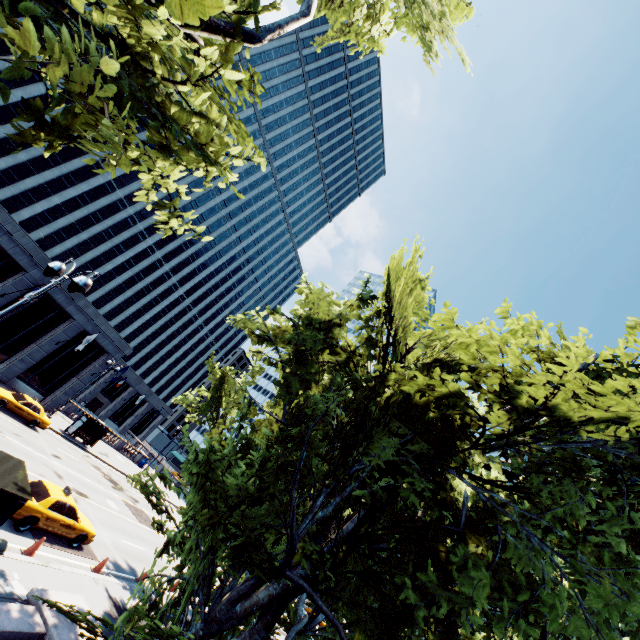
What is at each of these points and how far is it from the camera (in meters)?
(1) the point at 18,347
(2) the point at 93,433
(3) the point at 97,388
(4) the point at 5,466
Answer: (1) building, 30.34
(2) bus stop, 34.28
(3) building, 59.94
(4) bus stop, 9.40

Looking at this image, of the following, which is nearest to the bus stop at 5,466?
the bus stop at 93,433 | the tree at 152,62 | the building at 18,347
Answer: the tree at 152,62

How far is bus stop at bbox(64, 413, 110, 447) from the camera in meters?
31.9 m

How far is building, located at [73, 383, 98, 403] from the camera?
58.2m

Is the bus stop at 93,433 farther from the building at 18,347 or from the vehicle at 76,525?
the vehicle at 76,525

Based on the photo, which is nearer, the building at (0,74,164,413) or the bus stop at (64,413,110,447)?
the building at (0,74,164,413)

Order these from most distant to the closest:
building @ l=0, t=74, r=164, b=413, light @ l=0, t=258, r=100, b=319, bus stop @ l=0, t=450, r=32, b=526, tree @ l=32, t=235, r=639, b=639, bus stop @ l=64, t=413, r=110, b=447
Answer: bus stop @ l=64, t=413, r=110, b=447 → building @ l=0, t=74, r=164, b=413 → bus stop @ l=0, t=450, r=32, b=526 → light @ l=0, t=258, r=100, b=319 → tree @ l=32, t=235, r=639, b=639

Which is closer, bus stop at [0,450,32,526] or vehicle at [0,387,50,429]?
bus stop at [0,450,32,526]
